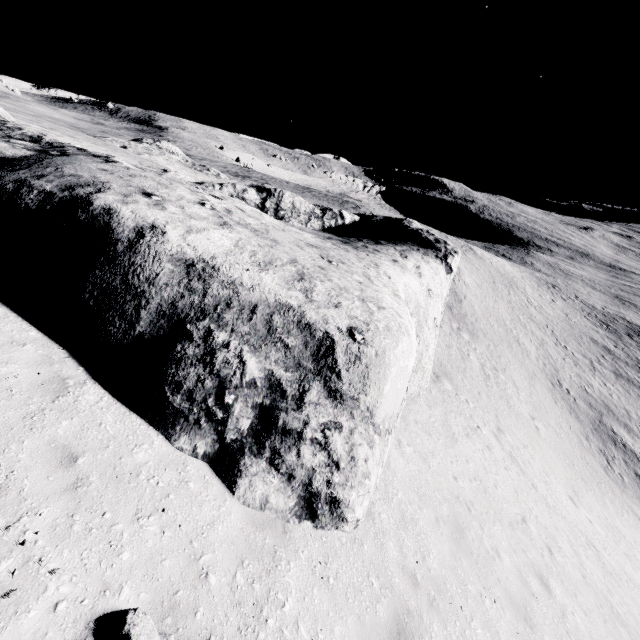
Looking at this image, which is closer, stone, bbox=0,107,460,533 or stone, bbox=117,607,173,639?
stone, bbox=117,607,173,639

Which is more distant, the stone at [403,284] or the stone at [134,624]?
the stone at [403,284]

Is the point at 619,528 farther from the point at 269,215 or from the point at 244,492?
the point at 269,215
